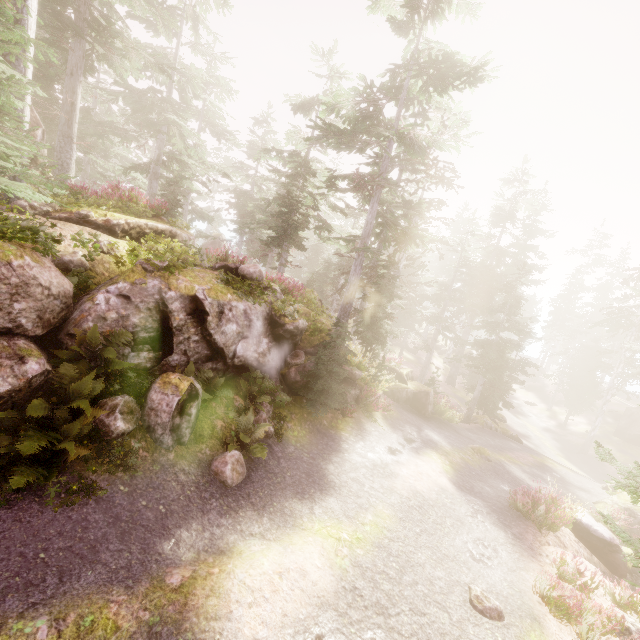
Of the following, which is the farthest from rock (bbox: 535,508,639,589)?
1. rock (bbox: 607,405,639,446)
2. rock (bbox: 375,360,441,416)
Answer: rock (bbox: 607,405,639,446)

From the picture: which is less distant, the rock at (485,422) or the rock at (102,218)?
the rock at (102,218)

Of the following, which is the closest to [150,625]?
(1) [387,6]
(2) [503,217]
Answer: (1) [387,6]

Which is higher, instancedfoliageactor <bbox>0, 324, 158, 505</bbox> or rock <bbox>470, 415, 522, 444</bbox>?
instancedfoliageactor <bbox>0, 324, 158, 505</bbox>

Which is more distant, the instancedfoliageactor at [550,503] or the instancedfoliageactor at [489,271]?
the instancedfoliageactor at [550,503]

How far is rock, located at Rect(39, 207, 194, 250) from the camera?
9.63m

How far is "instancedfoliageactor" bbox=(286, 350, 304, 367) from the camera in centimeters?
1176cm

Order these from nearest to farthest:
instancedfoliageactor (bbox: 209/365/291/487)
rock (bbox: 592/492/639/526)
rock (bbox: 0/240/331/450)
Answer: rock (bbox: 0/240/331/450) < instancedfoliageactor (bbox: 209/365/291/487) < rock (bbox: 592/492/639/526)
